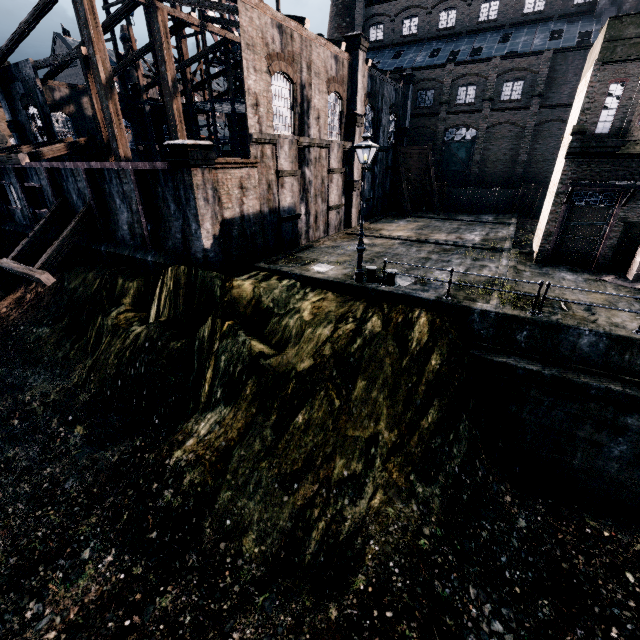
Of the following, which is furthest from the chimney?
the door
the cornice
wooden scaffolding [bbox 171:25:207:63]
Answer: the cornice

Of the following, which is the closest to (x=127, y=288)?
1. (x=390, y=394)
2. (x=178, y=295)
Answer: (x=178, y=295)

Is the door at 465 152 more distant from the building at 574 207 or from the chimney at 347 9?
the chimney at 347 9

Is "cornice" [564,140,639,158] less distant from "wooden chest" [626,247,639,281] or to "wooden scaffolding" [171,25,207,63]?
"wooden chest" [626,247,639,281]

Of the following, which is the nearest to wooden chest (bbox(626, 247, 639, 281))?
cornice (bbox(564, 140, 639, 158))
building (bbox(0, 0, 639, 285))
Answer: building (bbox(0, 0, 639, 285))

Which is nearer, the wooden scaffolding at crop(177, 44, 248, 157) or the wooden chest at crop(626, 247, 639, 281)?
the wooden chest at crop(626, 247, 639, 281)

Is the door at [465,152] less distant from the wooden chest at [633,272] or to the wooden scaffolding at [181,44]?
the wooden scaffolding at [181,44]

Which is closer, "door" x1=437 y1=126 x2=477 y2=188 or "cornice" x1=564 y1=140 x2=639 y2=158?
"cornice" x1=564 y1=140 x2=639 y2=158
